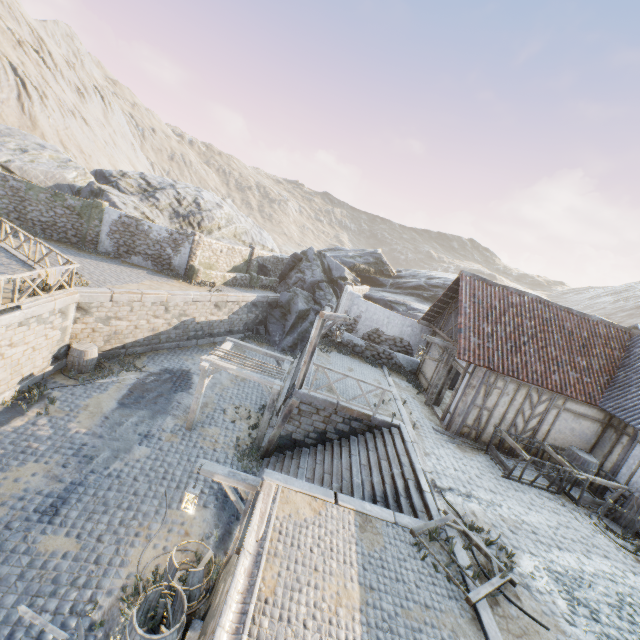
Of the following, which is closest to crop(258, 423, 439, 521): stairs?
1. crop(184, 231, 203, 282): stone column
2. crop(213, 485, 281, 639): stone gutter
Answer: crop(213, 485, 281, 639): stone gutter

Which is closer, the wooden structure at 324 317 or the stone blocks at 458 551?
the stone blocks at 458 551

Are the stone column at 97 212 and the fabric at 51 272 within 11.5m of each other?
yes

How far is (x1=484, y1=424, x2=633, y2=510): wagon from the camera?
10.2m

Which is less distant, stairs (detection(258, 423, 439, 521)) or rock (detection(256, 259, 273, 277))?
stairs (detection(258, 423, 439, 521))

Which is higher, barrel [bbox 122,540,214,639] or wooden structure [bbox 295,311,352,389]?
wooden structure [bbox 295,311,352,389]

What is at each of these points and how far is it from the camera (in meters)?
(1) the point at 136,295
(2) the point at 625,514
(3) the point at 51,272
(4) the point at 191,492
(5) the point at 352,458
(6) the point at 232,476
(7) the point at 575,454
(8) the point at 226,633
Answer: (1) stone blocks, 15.62
(2) barrel, 9.92
(3) fabric, 11.48
(4) street light, 7.07
(5) stairs, 10.59
(6) street light, 7.13
(7) barrel, 11.27
(8) stone gutter, 4.16

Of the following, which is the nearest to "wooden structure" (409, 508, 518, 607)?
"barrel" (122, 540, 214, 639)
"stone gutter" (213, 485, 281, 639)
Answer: "stone gutter" (213, 485, 281, 639)
